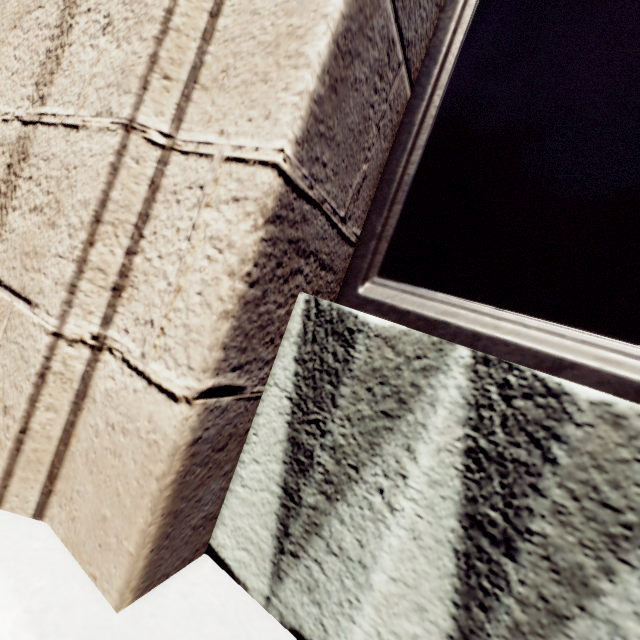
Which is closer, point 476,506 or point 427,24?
point 476,506
